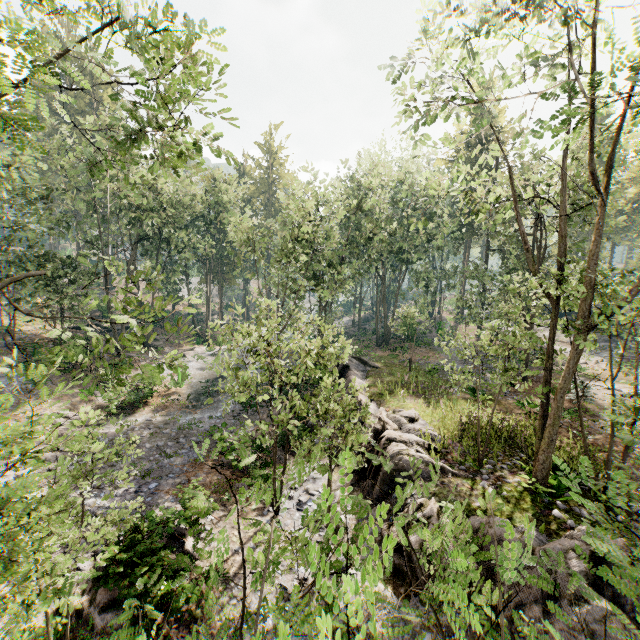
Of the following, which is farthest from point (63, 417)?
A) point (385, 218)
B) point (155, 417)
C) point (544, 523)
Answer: point (385, 218)

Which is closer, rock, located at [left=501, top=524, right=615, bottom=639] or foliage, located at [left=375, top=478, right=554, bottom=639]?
foliage, located at [left=375, top=478, right=554, bottom=639]

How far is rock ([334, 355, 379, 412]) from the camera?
20.3 meters

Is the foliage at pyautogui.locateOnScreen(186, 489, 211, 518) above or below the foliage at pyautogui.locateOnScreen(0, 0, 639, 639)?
below

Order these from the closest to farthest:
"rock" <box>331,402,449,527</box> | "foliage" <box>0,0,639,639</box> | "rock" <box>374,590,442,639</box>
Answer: "foliage" <box>0,0,639,639</box> < "rock" <box>374,590,442,639</box> < "rock" <box>331,402,449,527</box>

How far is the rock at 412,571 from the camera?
9.6m

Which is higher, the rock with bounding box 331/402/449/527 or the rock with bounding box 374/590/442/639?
the rock with bounding box 331/402/449/527
